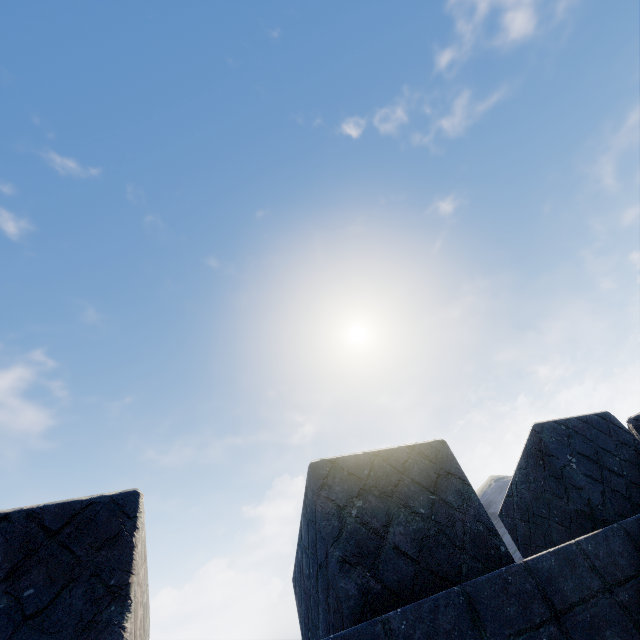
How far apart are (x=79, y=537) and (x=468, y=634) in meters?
2.2 m
